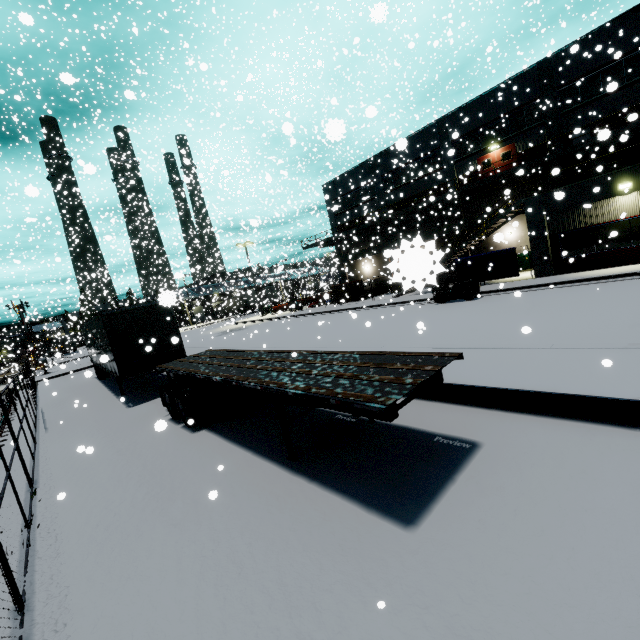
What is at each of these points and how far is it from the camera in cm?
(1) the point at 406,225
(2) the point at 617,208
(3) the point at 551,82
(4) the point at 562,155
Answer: (1) building, 3462
(2) building, 1694
(3) building, 2336
(4) balcony, 2166

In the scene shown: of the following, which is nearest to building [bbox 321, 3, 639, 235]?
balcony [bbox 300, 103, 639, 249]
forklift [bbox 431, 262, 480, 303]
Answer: balcony [bbox 300, 103, 639, 249]

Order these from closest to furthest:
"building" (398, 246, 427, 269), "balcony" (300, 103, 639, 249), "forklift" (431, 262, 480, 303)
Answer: "building" (398, 246, 427, 269) < "forklift" (431, 262, 480, 303) < "balcony" (300, 103, 639, 249)

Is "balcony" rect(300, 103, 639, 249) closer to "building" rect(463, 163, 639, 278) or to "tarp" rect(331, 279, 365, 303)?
"building" rect(463, 163, 639, 278)

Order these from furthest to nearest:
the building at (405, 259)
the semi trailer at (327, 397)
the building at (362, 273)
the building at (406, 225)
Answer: the building at (362, 273), the building at (406, 225), the semi trailer at (327, 397), the building at (405, 259)

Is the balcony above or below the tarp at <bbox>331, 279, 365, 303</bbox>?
above

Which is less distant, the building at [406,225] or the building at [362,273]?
the building at [406,225]

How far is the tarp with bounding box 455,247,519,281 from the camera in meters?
20.9 m
